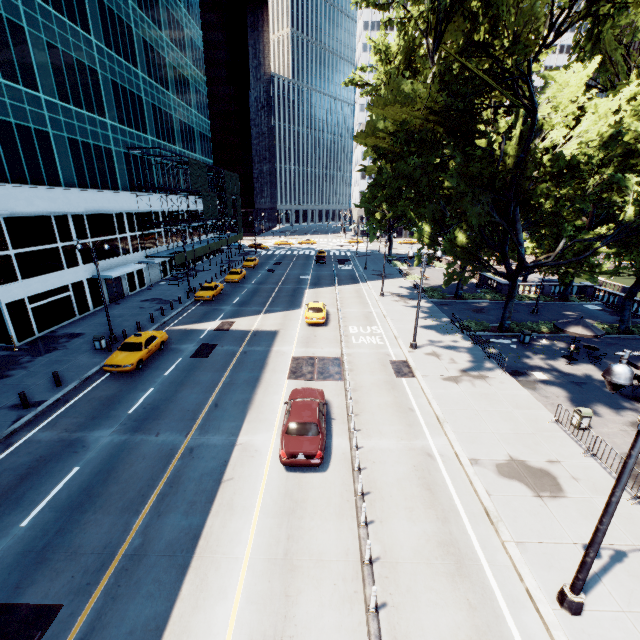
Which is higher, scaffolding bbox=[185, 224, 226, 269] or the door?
scaffolding bbox=[185, 224, 226, 269]

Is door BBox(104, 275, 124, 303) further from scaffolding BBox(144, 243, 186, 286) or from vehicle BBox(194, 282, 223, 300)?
vehicle BBox(194, 282, 223, 300)

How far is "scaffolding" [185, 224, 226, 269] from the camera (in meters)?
43.91

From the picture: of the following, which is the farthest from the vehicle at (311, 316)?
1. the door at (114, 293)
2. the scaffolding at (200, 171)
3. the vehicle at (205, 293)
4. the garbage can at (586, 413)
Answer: the door at (114, 293)

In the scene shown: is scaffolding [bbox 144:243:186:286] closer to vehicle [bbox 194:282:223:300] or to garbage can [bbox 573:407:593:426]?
vehicle [bbox 194:282:223:300]

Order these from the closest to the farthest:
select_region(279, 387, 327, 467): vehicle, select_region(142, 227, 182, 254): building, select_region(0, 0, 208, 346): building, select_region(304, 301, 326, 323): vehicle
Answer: select_region(279, 387, 327, 467): vehicle < select_region(0, 0, 208, 346): building < select_region(304, 301, 326, 323): vehicle < select_region(142, 227, 182, 254): building

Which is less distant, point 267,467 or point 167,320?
point 267,467

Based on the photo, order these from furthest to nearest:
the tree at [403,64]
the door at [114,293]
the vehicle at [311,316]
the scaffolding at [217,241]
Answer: the scaffolding at [217,241] < the door at [114,293] < the vehicle at [311,316] < the tree at [403,64]
